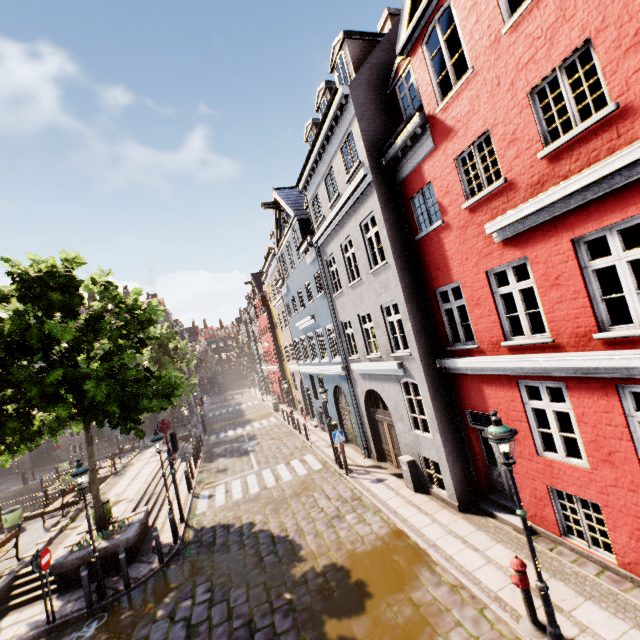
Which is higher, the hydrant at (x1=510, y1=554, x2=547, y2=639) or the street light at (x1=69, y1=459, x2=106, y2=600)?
the street light at (x1=69, y1=459, x2=106, y2=600)

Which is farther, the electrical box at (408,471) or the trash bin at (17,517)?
the trash bin at (17,517)

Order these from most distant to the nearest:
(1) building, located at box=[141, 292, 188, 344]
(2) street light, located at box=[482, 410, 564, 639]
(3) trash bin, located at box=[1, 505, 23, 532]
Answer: (1) building, located at box=[141, 292, 188, 344] < (3) trash bin, located at box=[1, 505, 23, 532] < (2) street light, located at box=[482, 410, 564, 639]

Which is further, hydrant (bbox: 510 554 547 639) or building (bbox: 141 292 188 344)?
building (bbox: 141 292 188 344)

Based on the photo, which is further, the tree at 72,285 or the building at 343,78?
the tree at 72,285

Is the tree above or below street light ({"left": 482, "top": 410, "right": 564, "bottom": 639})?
above

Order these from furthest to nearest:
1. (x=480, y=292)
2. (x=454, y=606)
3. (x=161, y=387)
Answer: (x=161, y=387) < (x=480, y=292) < (x=454, y=606)

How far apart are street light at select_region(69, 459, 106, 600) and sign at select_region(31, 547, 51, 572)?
1.0 meters
